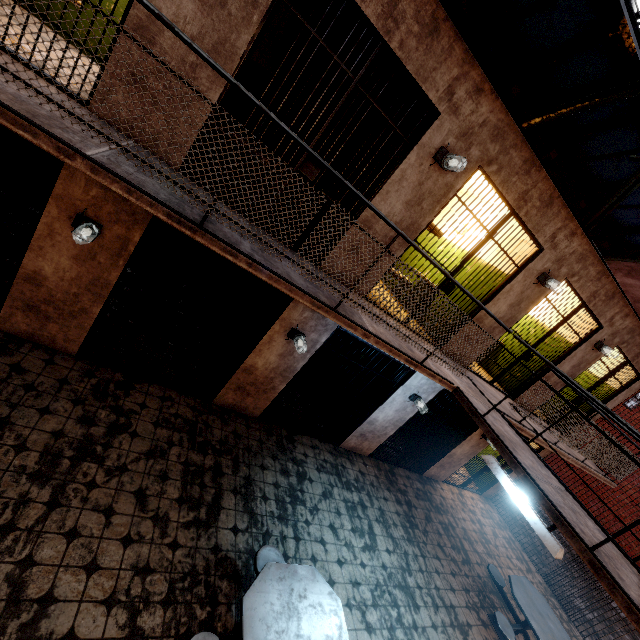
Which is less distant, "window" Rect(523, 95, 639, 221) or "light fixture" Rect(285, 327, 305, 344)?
"light fixture" Rect(285, 327, 305, 344)

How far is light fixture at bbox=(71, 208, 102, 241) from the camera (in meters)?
3.55

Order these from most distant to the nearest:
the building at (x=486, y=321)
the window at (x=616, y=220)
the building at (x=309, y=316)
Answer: the window at (x=616, y=220), the building at (x=486, y=321), the building at (x=309, y=316)

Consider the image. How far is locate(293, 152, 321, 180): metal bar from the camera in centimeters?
383cm

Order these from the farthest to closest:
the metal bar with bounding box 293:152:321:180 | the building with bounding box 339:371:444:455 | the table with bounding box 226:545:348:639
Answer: the building with bounding box 339:371:444:455 → the metal bar with bounding box 293:152:321:180 → the table with bounding box 226:545:348:639

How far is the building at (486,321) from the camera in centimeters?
580cm

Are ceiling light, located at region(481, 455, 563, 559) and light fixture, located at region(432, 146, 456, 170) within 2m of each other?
no

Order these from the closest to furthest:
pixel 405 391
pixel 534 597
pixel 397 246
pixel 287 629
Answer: pixel 287 629
pixel 397 246
pixel 534 597
pixel 405 391
